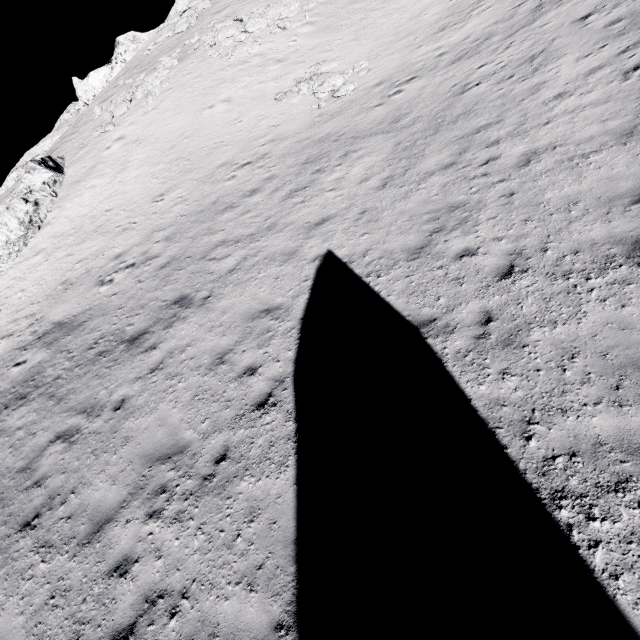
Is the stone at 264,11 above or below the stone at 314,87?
above

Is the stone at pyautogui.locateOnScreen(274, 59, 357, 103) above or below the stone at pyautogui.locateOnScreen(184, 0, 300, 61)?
below

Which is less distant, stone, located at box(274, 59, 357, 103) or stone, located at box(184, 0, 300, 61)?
stone, located at box(274, 59, 357, 103)

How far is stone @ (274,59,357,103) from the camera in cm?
1700

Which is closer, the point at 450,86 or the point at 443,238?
the point at 443,238

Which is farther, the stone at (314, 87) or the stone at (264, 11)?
the stone at (264, 11)
